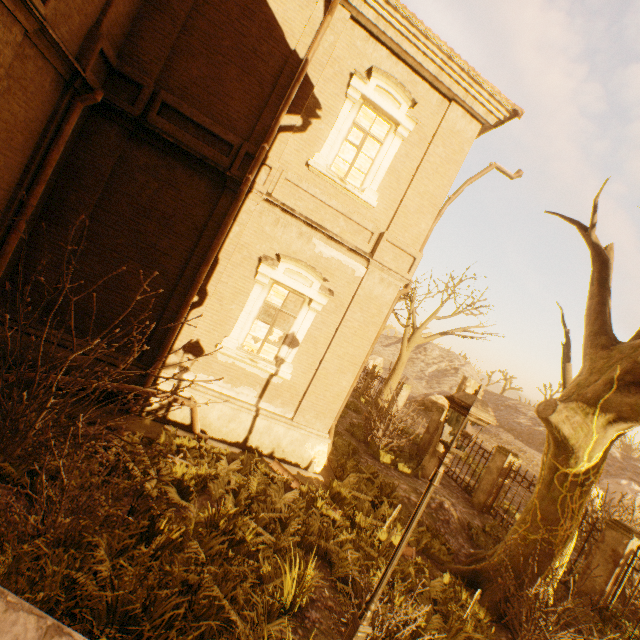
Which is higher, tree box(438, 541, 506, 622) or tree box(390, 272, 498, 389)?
tree box(390, 272, 498, 389)

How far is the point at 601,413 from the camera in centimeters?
640cm

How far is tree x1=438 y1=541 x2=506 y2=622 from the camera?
6.8m

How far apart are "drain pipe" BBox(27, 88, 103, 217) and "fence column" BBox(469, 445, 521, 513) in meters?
15.7

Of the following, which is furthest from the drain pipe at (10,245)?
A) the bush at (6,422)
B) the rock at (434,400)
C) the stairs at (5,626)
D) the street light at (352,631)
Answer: the rock at (434,400)

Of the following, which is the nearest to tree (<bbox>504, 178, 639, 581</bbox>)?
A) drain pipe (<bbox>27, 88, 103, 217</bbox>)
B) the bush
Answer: the bush

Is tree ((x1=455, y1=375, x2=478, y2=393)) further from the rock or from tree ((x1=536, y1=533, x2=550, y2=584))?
the rock

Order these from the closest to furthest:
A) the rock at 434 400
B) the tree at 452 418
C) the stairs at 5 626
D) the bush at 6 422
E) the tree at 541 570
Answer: the stairs at 5 626
the bush at 6 422
the tree at 541 570
the tree at 452 418
the rock at 434 400
